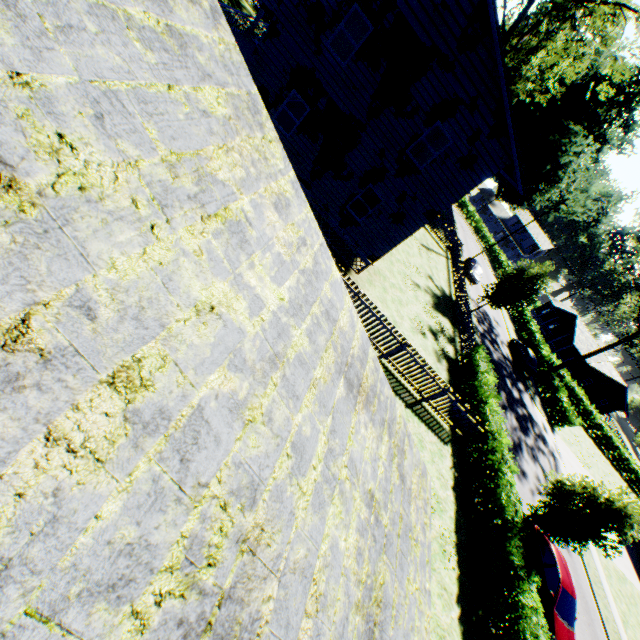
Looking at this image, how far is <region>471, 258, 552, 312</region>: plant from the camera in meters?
26.2

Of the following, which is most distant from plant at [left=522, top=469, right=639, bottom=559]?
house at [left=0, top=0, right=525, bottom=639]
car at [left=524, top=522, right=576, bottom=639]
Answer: car at [left=524, top=522, right=576, bottom=639]

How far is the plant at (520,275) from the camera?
26.2 meters

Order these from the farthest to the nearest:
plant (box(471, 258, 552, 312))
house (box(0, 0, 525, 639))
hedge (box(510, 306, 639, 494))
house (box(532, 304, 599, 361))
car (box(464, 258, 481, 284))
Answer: house (box(532, 304, 599, 361)) < car (box(464, 258, 481, 284)) < hedge (box(510, 306, 639, 494)) < plant (box(471, 258, 552, 312)) < house (box(0, 0, 525, 639))

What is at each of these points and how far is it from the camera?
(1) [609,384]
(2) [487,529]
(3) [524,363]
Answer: (1) house, 48.53m
(2) hedge, 12.48m
(3) car, 33.41m

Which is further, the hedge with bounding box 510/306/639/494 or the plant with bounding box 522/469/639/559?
the hedge with bounding box 510/306/639/494

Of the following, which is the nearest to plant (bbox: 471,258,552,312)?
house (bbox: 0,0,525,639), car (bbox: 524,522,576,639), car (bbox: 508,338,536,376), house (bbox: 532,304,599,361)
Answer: house (bbox: 0,0,525,639)

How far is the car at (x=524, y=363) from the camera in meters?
33.3 m
